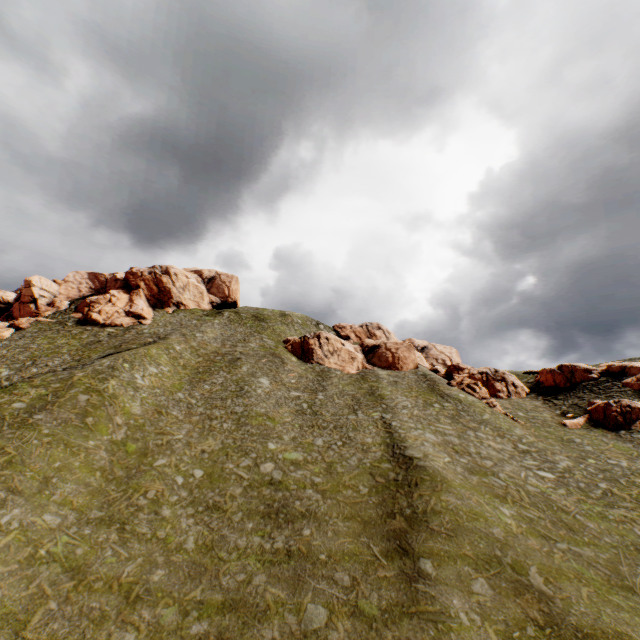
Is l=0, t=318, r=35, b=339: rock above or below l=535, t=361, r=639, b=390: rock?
above

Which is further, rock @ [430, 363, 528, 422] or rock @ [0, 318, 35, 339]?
rock @ [0, 318, 35, 339]

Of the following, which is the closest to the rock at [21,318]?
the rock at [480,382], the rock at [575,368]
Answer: the rock at [575,368]

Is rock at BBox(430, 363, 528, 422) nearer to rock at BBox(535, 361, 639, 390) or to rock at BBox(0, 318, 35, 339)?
rock at BBox(535, 361, 639, 390)

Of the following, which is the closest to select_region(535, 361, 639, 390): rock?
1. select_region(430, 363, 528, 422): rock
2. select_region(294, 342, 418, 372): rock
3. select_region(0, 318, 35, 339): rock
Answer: select_region(430, 363, 528, 422): rock

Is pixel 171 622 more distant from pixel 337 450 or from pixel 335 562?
pixel 337 450

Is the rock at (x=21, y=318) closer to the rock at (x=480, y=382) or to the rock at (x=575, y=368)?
the rock at (x=575, y=368)

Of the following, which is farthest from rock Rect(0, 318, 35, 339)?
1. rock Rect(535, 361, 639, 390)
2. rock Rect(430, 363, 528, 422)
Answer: rock Rect(430, 363, 528, 422)
